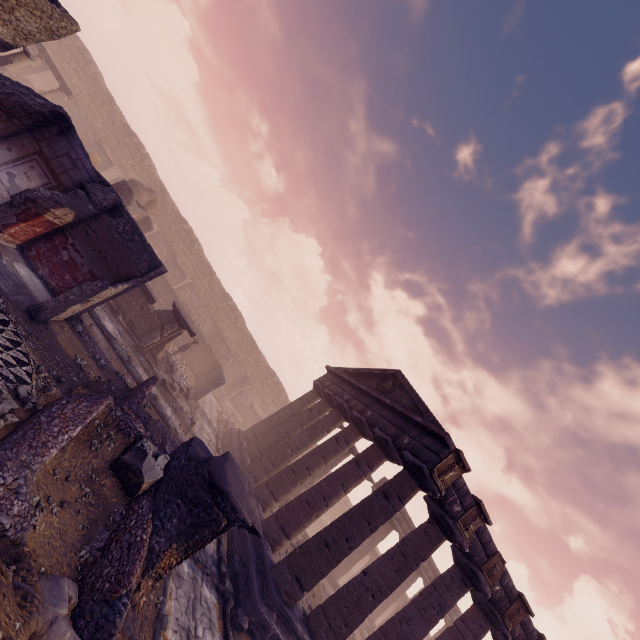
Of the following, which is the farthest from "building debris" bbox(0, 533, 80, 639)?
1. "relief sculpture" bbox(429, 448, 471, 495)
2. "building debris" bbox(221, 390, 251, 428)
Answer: "building debris" bbox(221, 390, 251, 428)

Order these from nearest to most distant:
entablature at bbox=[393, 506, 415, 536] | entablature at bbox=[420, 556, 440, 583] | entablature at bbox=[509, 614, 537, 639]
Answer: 1. entablature at bbox=[509, 614, 537, 639]
2. entablature at bbox=[393, 506, 415, 536]
3. entablature at bbox=[420, 556, 440, 583]

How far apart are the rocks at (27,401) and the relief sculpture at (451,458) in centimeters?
988cm

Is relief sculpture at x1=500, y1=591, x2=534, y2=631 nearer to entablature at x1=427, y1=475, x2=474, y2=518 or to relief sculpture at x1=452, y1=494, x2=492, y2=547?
entablature at x1=427, y1=475, x2=474, y2=518

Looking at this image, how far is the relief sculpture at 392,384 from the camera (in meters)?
15.39

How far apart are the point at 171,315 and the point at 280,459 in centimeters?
830cm

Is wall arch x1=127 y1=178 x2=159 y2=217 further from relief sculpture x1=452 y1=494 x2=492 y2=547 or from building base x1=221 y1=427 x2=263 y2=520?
relief sculpture x1=452 y1=494 x2=492 y2=547

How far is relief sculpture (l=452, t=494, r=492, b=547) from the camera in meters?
10.4
